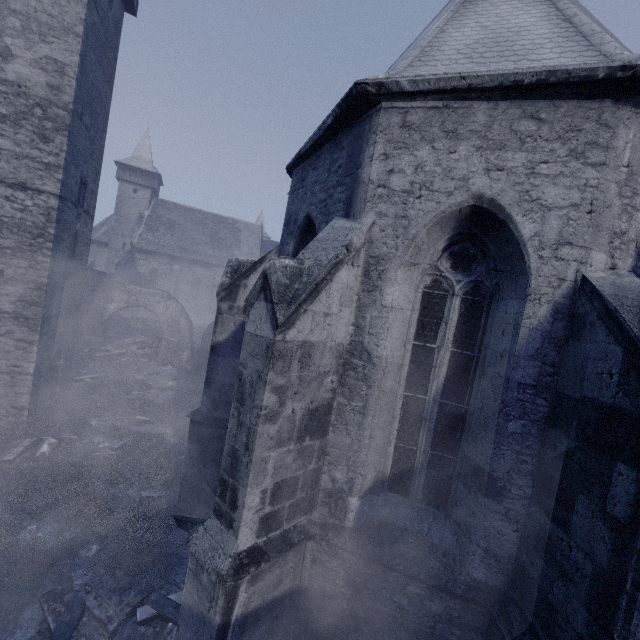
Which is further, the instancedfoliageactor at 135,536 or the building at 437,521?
the instancedfoliageactor at 135,536

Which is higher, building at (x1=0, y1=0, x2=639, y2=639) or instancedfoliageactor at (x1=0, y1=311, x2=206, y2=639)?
building at (x1=0, y1=0, x2=639, y2=639)

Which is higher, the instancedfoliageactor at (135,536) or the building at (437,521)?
the building at (437,521)

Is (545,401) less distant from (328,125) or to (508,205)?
(508,205)

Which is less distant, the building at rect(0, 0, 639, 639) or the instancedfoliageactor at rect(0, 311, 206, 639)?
the building at rect(0, 0, 639, 639)
